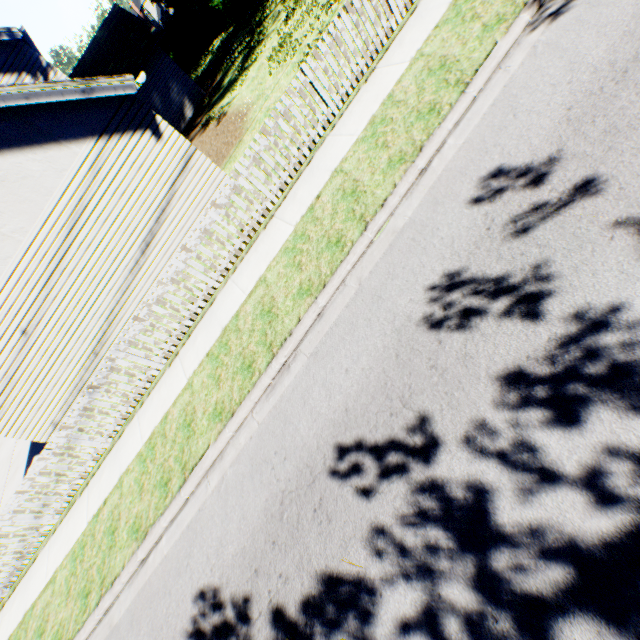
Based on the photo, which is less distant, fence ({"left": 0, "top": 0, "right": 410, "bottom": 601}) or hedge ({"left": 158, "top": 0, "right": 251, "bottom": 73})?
fence ({"left": 0, "top": 0, "right": 410, "bottom": 601})

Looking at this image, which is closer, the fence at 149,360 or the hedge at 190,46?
the fence at 149,360

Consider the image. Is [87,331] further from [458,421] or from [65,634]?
[458,421]
